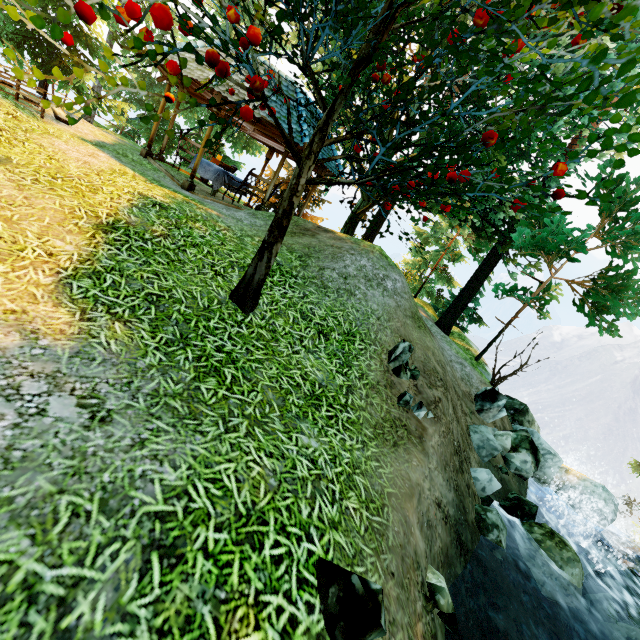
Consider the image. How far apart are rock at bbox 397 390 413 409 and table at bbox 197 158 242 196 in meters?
9.6 m

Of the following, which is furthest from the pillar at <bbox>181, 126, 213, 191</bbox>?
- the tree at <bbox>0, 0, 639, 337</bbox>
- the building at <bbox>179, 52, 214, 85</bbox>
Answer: the tree at <bbox>0, 0, 639, 337</bbox>

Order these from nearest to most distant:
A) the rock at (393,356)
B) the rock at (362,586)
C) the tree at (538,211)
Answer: the rock at (362,586)
the tree at (538,211)
the rock at (393,356)

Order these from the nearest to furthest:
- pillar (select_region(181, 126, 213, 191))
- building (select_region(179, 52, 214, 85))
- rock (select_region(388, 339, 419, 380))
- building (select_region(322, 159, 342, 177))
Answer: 1. rock (select_region(388, 339, 419, 380))
2. building (select_region(179, 52, 214, 85))
3. pillar (select_region(181, 126, 213, 191))
4. building (select_region(322, 159, 342, 177))

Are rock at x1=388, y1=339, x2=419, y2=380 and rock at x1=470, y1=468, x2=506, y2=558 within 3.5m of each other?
yes

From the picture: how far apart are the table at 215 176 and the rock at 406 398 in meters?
9.6

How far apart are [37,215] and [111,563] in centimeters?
434cm

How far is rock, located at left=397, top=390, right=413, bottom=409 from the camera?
4.9m
